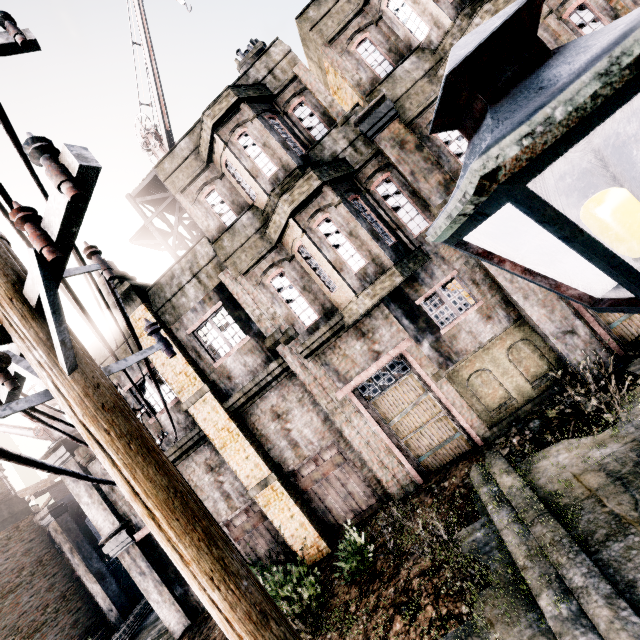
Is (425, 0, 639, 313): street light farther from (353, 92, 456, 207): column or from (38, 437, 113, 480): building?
(353, 92, 456, 207): column

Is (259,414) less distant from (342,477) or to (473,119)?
(342,477)

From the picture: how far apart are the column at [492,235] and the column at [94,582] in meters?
26.0

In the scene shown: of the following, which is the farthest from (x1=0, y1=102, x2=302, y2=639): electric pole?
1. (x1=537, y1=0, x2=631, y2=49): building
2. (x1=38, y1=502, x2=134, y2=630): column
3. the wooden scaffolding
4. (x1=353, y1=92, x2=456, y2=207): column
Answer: (x1=38, y1=502, x2=134, y2=630): column

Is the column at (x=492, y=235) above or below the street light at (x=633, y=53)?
below

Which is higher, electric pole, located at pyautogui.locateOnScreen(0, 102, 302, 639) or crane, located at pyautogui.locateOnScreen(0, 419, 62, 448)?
crane, located at pyautogui.locateOnScreen(0, 419, 62, 448)

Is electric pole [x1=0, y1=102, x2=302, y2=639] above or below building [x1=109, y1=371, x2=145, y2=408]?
below

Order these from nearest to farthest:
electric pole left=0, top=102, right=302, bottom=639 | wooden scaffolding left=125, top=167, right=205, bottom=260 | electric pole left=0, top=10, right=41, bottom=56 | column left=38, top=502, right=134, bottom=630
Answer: electric pole left=0, top=102, right=302, bottom=639 < electric pole left=0, top=10, right=41, bottom=56 < wooden scaffolding left=125, top=167, right=205, bottom=260 < column left=38, top=502, right=134, bottom=630
